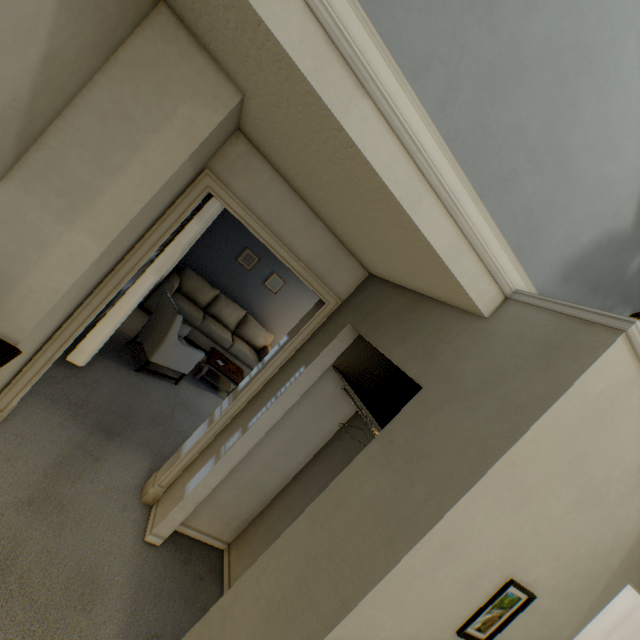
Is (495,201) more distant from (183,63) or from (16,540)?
(16,540)

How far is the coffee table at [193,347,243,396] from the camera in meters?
4.8 m

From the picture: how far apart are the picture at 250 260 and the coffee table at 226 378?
1.92m

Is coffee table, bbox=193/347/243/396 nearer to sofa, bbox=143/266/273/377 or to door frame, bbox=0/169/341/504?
sofa, bbox=143/266/273/377

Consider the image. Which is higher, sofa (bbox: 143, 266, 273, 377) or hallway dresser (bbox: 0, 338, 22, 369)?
hallway dresser (bbox: 0, 338, 22, 369)

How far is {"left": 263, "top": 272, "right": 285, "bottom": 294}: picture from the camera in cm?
673

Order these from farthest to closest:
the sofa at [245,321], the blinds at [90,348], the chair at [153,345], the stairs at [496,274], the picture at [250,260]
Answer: the picture at [250,260] < the sofa at [245,321] < the chair at [153,345] < the blinds at [90,348] < the stairs at [496,274]

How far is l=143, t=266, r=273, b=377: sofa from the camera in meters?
5.5
